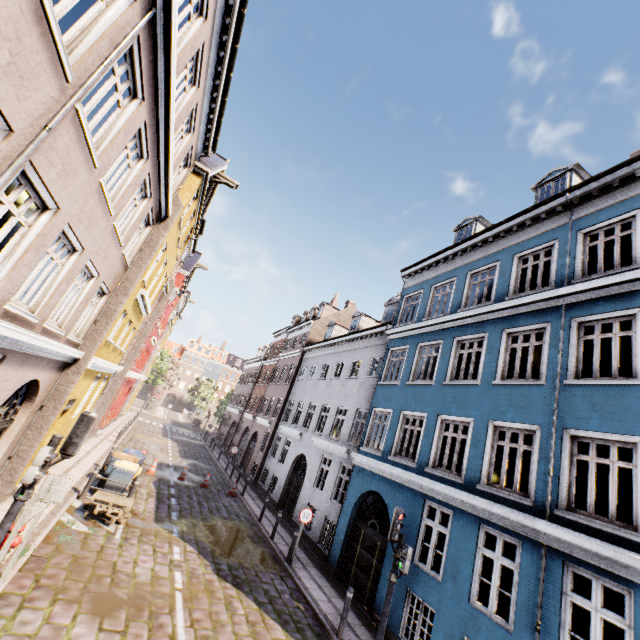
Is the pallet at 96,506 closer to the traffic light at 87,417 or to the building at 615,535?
the building at 615,535

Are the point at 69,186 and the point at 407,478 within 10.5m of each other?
no

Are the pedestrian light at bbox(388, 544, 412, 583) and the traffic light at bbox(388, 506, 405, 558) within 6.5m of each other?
yes

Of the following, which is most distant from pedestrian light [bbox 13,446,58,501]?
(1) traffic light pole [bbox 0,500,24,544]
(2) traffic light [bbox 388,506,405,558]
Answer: (2) traffic light [bbox 388,506,405,558]

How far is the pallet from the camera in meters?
10.0 m

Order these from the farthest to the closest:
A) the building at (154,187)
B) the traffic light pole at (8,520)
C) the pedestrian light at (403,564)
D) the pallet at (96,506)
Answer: the pallet at (96,506), the pedestrian light at (403,564), the traffic light pole at (8,520), the building at (154,187)

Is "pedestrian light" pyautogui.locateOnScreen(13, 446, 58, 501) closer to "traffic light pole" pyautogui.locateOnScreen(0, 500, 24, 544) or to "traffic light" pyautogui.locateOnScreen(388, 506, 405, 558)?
"traffic light pole" pyautogui.locateOnScreen(0, 500, 24, 544)

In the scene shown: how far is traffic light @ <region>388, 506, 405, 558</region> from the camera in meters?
7.8
